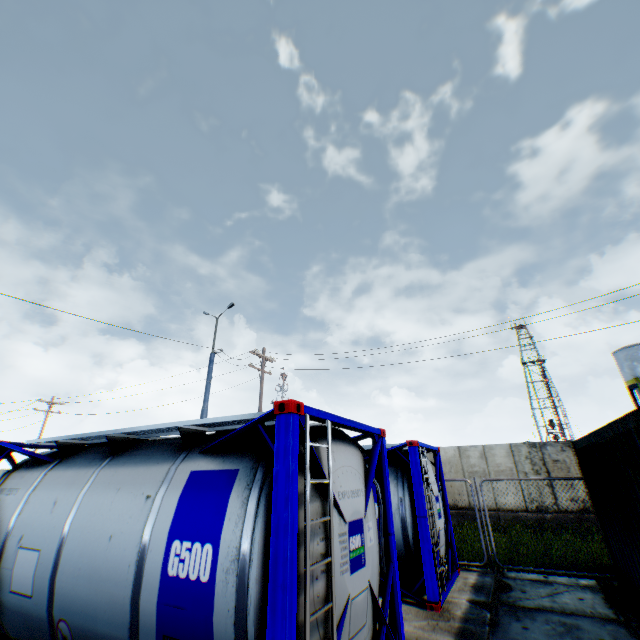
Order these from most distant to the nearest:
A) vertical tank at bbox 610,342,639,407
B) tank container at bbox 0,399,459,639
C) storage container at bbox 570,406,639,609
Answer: vertical tank at bbox 610,342,639,407 < storage container at bbox 570,406,639,609 < tank container at bbox 0,399,459,639

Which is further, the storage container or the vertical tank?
the vertical tank

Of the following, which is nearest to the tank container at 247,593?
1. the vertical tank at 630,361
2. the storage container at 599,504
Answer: the storage container at 599,504

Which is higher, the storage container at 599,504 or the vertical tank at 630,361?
the vertical tank at 630,361

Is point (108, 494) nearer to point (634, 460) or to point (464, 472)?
point (634, 460)

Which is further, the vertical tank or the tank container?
the vertical tank

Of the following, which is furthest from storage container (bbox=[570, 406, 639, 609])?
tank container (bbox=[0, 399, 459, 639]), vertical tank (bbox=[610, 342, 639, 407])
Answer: vertical tank (bbox=[610, 342, 639, 407])

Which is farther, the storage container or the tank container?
the storage container
